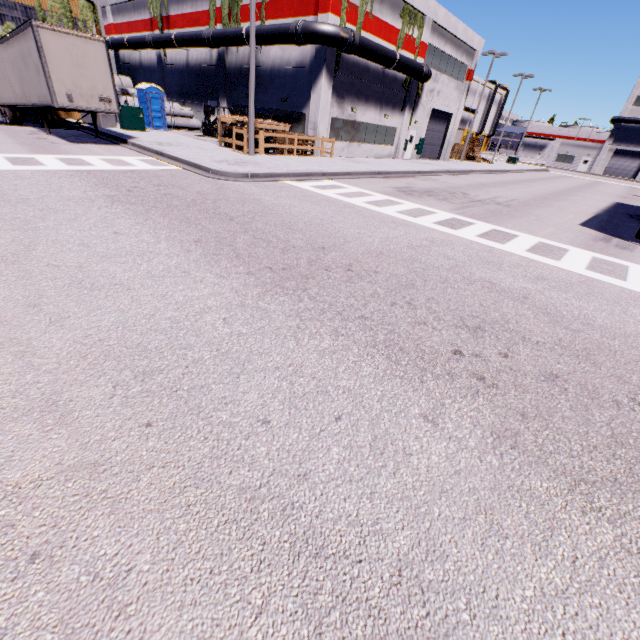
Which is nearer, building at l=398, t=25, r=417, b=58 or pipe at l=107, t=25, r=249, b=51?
pipe at l=107, t=25, r=249, b=51

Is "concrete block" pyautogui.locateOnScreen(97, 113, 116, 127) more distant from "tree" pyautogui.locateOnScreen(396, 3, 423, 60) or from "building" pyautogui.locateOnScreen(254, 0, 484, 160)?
"tree" pyautogui.locateOnScreen(396, 3, 423, 60)

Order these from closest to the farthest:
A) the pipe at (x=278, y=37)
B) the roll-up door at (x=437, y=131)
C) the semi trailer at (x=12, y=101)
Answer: the semi trailer at (x=12, y=101)
the pipe at (x=278, y=37)
the roll-up door at (x=437, y=131)

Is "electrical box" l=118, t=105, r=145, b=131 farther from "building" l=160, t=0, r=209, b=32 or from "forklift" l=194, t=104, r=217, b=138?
"building" l=160, t=0, r=209, b=32

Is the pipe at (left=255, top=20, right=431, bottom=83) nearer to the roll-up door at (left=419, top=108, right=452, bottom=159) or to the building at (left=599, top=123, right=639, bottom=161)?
the building at (left=599, top=123, right=639, bottom=161)

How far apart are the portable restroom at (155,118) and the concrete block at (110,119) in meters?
3.1 m

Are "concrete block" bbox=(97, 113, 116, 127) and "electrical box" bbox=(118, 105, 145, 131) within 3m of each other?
yes

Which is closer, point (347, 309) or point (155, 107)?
point (347, 309)
